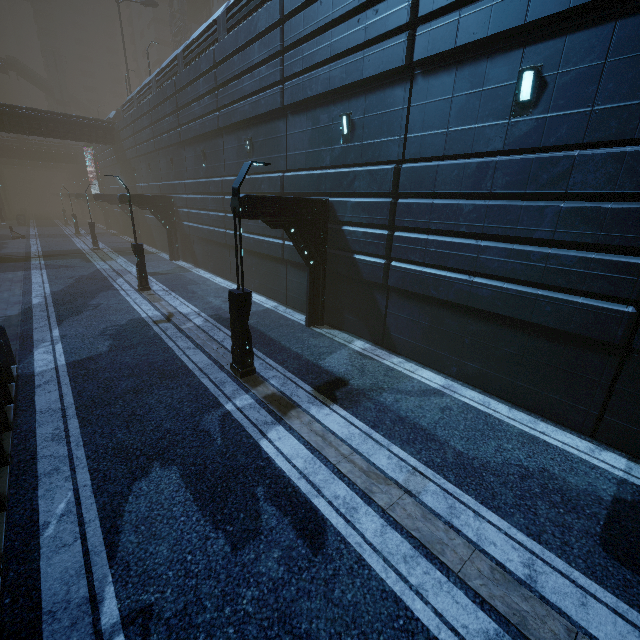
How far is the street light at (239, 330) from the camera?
7.7 meters

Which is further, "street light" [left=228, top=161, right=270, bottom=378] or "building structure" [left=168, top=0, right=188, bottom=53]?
"building structure" [left=168, top=0, right=188, bottom=53]

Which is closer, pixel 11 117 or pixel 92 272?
pixel 92 272

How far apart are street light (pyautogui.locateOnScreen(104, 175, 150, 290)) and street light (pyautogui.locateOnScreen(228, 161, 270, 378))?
10.6m

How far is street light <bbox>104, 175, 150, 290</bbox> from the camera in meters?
15.6

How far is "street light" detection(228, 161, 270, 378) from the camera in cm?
773

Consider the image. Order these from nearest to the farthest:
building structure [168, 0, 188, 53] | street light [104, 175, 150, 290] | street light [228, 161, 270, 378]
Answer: street light [228, 161, 270, 378] < street light [104, 175, 150, 290] < building structure [168, 0, 188, 53]

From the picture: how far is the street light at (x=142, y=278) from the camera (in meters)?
15.59
